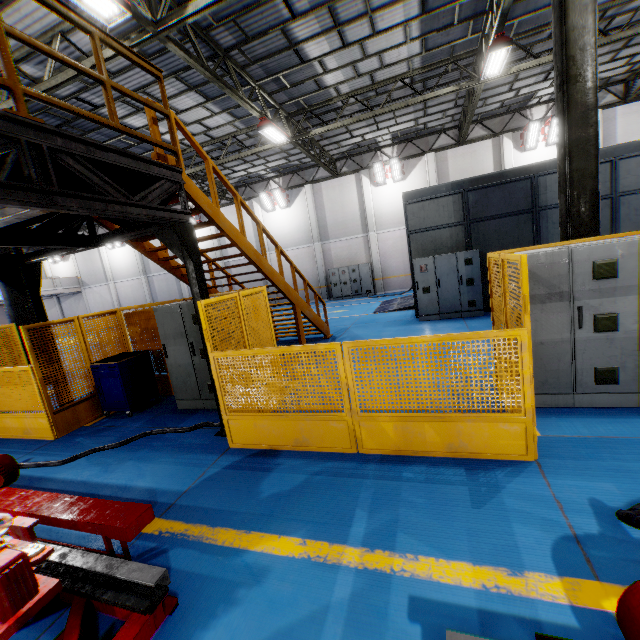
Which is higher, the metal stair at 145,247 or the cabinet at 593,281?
the metal stair at 145,247

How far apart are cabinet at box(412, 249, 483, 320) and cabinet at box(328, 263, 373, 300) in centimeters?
951cm

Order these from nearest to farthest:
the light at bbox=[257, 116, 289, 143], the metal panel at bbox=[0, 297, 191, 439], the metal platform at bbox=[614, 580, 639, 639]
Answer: the metal platform at bbox=[614, 580, 639, 639]
the metal panel at bbox=[0, 297, 191, 439]
the light at bbox=[257, 116, 289, 143]

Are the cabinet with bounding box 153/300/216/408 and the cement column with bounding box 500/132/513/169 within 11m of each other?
no

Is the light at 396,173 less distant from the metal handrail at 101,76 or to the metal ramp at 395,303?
the metal ramp at 395,303

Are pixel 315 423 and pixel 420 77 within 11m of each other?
no

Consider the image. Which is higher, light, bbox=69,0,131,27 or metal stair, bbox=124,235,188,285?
light, bbox=69,0,131,27

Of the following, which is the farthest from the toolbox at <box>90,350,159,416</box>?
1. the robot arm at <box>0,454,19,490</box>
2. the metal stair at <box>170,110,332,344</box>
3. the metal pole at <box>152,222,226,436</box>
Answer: the robot arm at <box>0,454,19,490</box>
